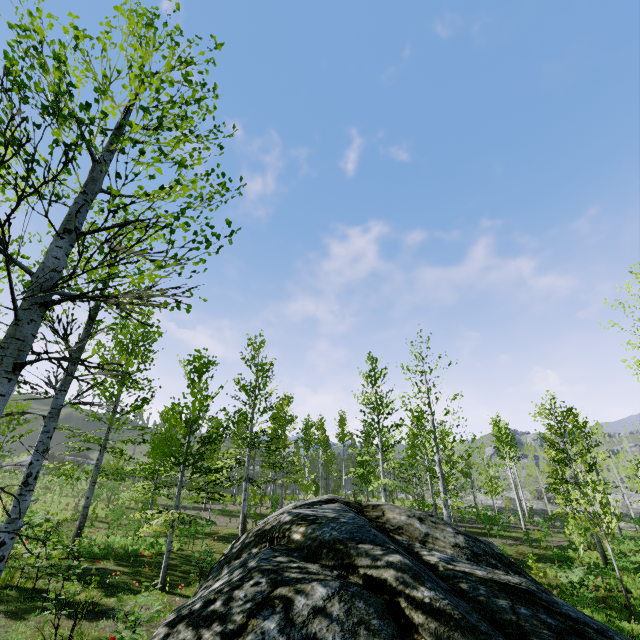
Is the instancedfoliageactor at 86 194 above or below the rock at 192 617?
above

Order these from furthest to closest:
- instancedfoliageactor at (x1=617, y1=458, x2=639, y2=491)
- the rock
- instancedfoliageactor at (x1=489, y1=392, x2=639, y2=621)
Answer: instancedfoliageactor at (x1=617, y1=458, x2=639, y2=491), instancedfoliageactor at (x1=489, y1=392, x2=639, y2=621), the rock

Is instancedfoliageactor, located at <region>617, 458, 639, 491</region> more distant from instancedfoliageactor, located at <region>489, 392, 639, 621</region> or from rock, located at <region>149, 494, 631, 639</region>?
rock, located at <region>149, 494, 631, 639</region>

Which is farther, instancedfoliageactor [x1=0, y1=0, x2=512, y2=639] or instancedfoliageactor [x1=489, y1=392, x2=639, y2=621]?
instancedfoliageactor [x1=489, y1=392, x2=639, y2=621]

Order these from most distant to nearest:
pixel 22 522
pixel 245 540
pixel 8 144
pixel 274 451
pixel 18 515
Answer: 1. pixel 274 451
2. pixel 22 522
3. pixel 18 515
4. pixel 245 540
5. pixel 8 144

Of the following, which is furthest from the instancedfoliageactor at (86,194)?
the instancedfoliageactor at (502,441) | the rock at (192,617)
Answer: the rock at (192,617)

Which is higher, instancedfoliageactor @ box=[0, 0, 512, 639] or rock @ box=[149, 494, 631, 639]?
instancedfoliageactor @ box=[0, 0, 512, 639]
